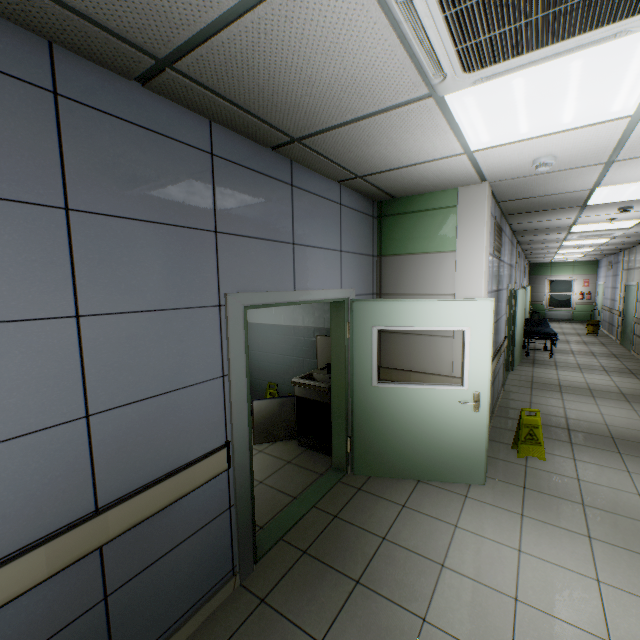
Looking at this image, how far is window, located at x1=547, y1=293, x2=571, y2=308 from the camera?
17.45m

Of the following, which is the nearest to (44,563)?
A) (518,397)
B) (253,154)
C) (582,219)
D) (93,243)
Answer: (93,243)

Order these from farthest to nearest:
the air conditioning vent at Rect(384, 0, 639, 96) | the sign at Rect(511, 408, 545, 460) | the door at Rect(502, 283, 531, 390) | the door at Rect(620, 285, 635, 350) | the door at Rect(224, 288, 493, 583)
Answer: the door at Rect(620, 285, 635, 350) → the door at Rect(502, 283, 531, 390) → the sign at Rect(511, 408, 545, 460) → the door at Rect(224, 288, 493, 583) → the air conditioning vent at Rect(384, 0, 639, 96)

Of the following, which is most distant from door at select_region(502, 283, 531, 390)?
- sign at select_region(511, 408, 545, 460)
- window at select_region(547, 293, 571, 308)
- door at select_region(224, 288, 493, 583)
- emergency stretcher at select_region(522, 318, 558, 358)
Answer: window at select_region(547, 293, 571, 308)

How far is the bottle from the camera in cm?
429

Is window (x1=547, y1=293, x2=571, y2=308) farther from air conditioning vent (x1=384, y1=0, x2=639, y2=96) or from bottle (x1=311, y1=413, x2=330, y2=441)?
air conditioning vent (x1=384, y1=0, x2=639, y2=96)

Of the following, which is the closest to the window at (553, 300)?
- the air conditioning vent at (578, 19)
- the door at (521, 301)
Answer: the door at (521, 301)

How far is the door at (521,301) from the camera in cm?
685
